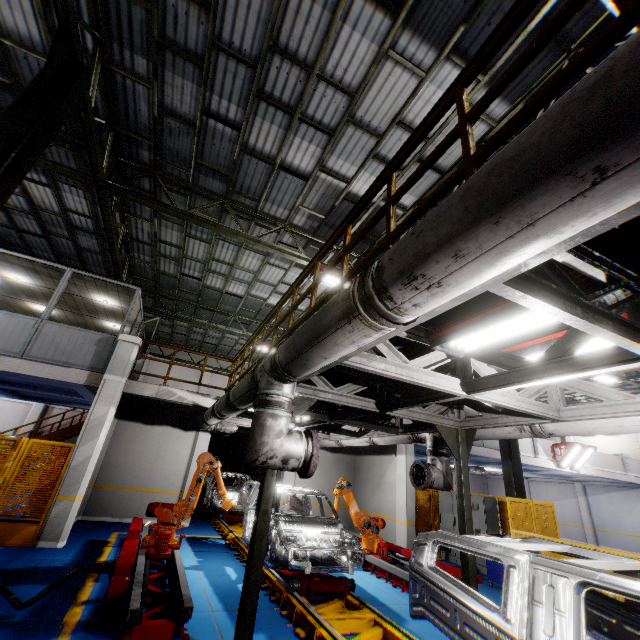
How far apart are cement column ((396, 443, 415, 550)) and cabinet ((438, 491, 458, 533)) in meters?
1.0 m

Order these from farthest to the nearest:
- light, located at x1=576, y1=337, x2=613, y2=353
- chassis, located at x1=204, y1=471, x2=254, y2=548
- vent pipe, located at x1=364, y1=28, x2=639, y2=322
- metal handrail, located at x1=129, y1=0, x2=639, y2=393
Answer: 1. chassis, located at x1=204, y1=471, x2=254, y2=548
2. light, located at x1=576, y1=337, x2=613, y2=353
3. metal handrail, located at x1=129, y1=0, x2=639, y2=393
4. vent pipe, located at x1=364, y1=28, x2=639, y2=322

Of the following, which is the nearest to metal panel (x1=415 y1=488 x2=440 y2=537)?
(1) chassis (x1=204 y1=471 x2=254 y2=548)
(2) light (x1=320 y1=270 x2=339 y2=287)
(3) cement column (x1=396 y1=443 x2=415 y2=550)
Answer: (3) cement column (x1=396 y1=443 x2=415 y2=550)

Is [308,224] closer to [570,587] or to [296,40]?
[296,40]

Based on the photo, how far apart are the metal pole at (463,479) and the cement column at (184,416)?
9.81m

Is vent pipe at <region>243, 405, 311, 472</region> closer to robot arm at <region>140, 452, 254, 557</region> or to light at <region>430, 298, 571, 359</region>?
robot arm at <region>140, 452, 254, 557</region>

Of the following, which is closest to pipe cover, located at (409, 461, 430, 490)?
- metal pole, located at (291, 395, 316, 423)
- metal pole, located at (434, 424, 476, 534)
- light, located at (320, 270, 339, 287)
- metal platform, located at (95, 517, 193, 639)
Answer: metal pole, located at (434, 424, 476, 534)

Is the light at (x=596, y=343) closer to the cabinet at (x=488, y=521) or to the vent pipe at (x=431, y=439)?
the vent pipe at (x=431, y=439)
